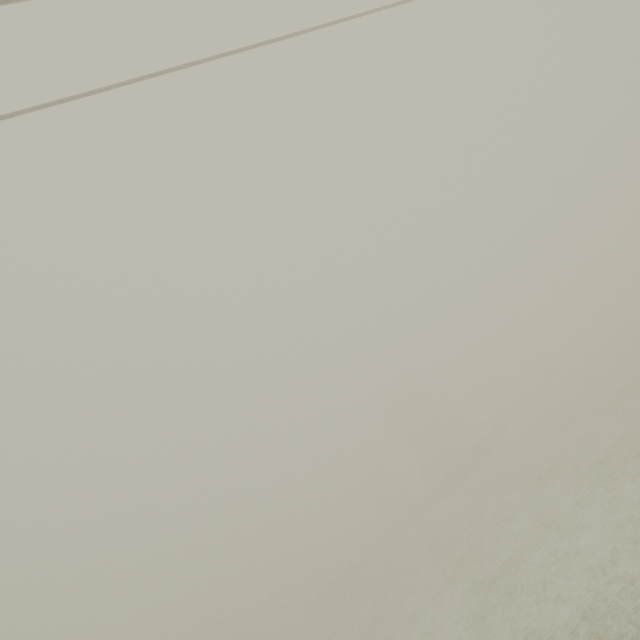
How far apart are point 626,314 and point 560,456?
58.80m
